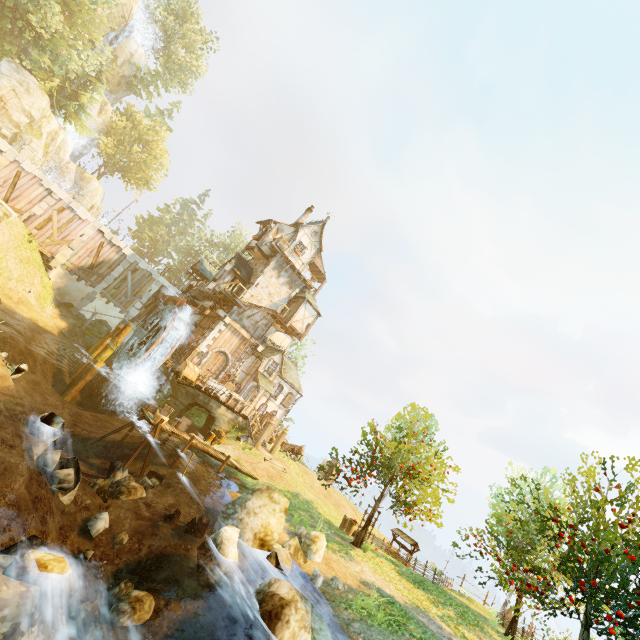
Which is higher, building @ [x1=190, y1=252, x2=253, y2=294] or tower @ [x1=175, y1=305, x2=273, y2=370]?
building @ [x1=190, y1=252, x2=253, y2=294]

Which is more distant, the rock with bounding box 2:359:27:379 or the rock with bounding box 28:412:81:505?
the rock with bounding box 2:359:27:379

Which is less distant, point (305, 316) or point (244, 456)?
point (244, 456)

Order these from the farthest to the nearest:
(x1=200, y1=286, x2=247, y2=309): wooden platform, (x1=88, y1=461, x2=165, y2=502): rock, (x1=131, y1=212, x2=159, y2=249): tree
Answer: (x1=131, y1=212, x2=159, y2=249): tree < (x1=200, y1=286, x2=247, y2=309): wooden platform < (x1=88, y1=461, x2=165, y2=502): rock

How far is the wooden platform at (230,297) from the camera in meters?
25.2

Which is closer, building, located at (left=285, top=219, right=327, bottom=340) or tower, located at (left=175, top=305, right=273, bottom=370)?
tower, located at (left=175, top=305, right=273, bottom=370)

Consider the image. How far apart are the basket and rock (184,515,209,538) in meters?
8.9 m

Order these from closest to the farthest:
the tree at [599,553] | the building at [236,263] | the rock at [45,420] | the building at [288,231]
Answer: the rock at [45,420], the tree at [599,553], the building at [236,263], the building at [288,231]
